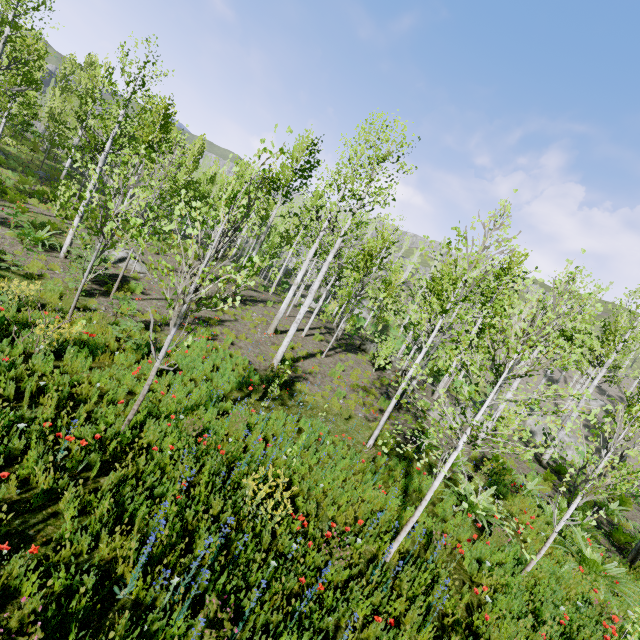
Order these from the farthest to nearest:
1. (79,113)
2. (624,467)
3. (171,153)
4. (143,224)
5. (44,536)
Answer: (79,113), (171,153), (624,467), (143,224), (44,536)
